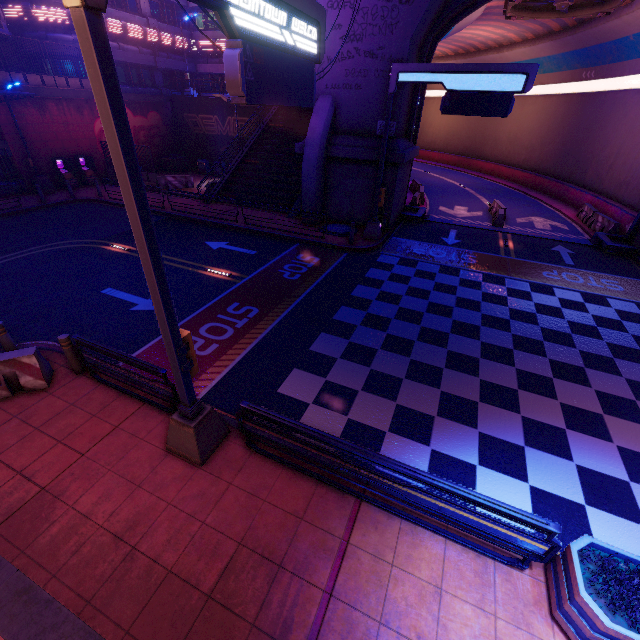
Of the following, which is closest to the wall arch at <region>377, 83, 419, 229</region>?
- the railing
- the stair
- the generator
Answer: the stair

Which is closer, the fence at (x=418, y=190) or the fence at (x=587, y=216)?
the fence at (x=587, y=216)

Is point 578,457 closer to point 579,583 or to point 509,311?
point 579,583

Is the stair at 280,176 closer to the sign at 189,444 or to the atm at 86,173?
the atm at 86,173

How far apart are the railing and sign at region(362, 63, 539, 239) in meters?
12.9

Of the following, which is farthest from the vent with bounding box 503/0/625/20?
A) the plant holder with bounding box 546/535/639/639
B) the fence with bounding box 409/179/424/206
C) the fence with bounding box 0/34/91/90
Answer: the fence with bounding box 0/34/91/90

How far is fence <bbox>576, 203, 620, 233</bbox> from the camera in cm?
1856

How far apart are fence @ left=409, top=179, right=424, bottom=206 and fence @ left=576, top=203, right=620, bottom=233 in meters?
10.2
